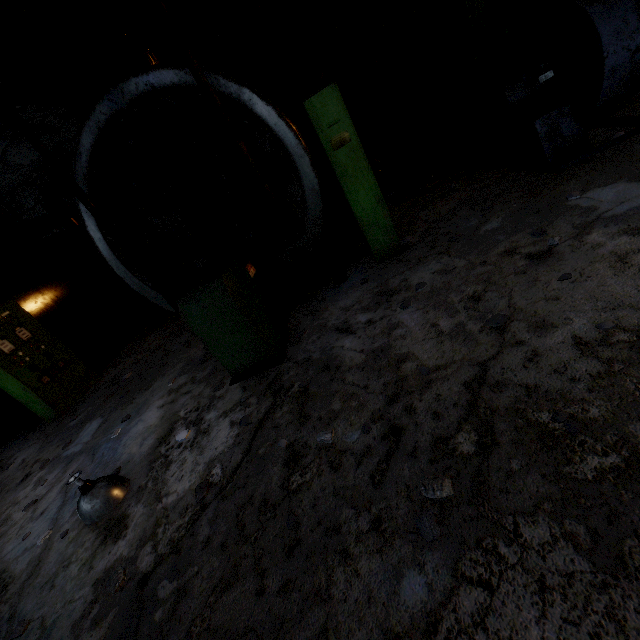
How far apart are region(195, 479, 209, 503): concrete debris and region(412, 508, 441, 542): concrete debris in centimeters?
198cm

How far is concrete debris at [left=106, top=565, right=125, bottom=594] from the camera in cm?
258

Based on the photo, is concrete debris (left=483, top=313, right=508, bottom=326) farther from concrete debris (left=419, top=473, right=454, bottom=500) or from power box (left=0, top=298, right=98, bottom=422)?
power box (left=0, top=298, right=98, bottom=422)

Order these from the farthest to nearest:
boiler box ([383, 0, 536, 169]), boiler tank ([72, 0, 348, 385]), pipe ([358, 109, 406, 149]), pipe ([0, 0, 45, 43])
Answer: pipe ([358, 109, 406, 149]), boiler box ([383, 0, 536, 169]), boiler tank ([72, 0, 348, 385]), pipe ([0, 0, 45, 43])

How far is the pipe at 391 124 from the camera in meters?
12.7

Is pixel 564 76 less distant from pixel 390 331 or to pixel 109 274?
pixel 390 331

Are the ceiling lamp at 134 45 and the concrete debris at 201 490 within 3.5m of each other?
no

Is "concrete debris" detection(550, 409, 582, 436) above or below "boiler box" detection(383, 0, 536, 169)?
below
